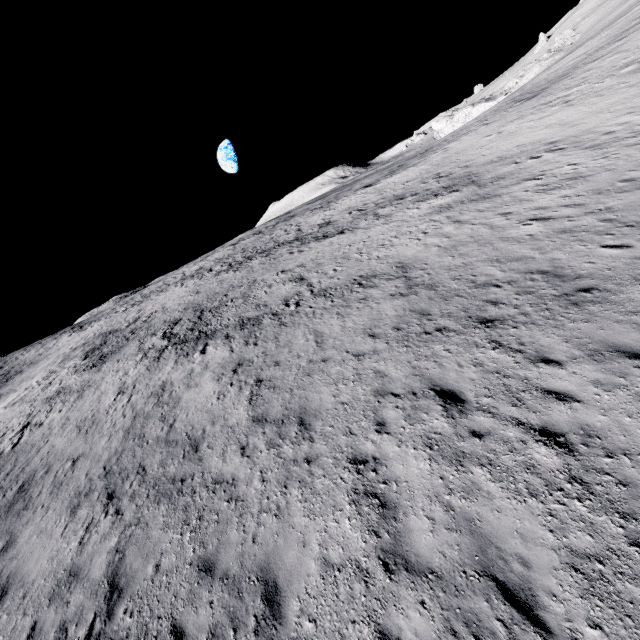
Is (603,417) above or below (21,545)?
below
